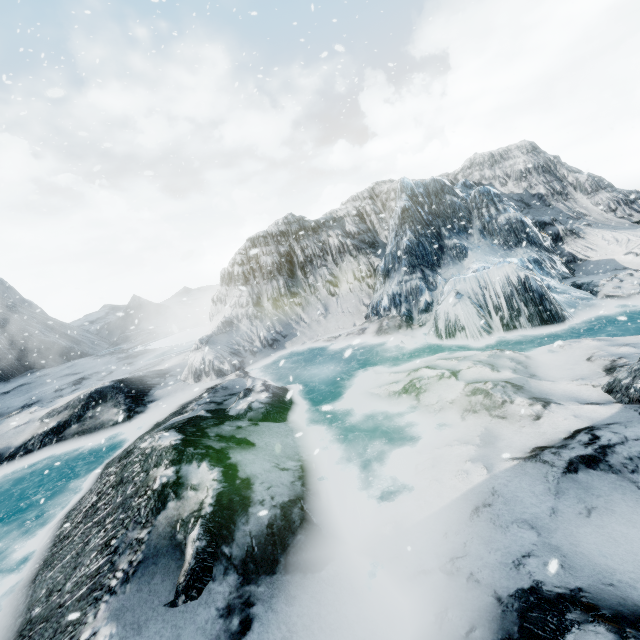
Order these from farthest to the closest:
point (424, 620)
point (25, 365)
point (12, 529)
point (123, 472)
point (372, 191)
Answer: point (25, 365) → point (372, 191) → point (12, 529) → point (123, 472) → point (424, 620)
